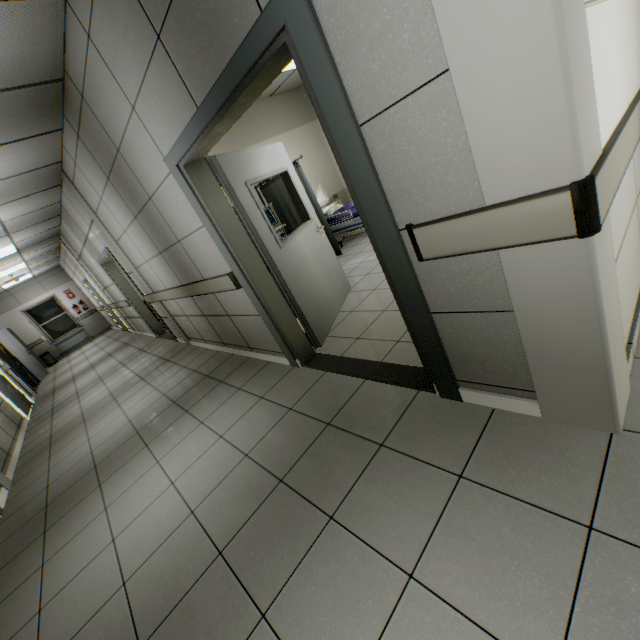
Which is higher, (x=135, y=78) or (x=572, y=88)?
(x=135, y=78)

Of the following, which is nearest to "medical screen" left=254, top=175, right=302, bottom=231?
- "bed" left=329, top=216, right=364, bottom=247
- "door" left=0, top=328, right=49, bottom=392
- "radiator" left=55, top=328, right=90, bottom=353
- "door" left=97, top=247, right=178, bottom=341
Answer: "bed" left=329, top=216, right=364, bottom=247

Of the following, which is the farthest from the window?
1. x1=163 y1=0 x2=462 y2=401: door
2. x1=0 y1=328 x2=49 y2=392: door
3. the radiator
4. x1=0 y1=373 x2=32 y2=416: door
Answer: x1=163 y1=0 x2=462 y2=401: door

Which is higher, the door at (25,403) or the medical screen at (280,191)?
the medical screen at (280,191)

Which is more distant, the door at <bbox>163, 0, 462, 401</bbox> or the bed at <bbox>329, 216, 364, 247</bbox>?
the bed at <bbox>329, 216, 364, 247</bbox>

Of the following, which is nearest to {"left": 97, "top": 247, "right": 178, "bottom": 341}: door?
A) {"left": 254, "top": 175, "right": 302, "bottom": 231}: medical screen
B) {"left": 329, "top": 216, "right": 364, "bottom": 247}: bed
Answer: {"left": 254, "top": 175, "right": 302, "bottom": 231}: medical screen

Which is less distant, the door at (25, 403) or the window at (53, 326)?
the door at (25, 403)

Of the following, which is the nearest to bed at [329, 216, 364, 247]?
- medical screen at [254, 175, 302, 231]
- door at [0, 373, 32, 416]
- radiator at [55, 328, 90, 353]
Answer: medical screen at [254, 175, 302, 231]
